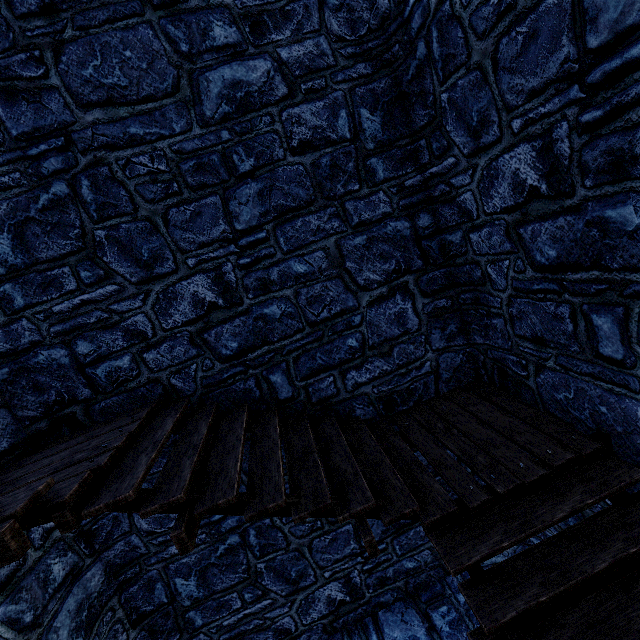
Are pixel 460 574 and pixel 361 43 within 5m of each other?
no
